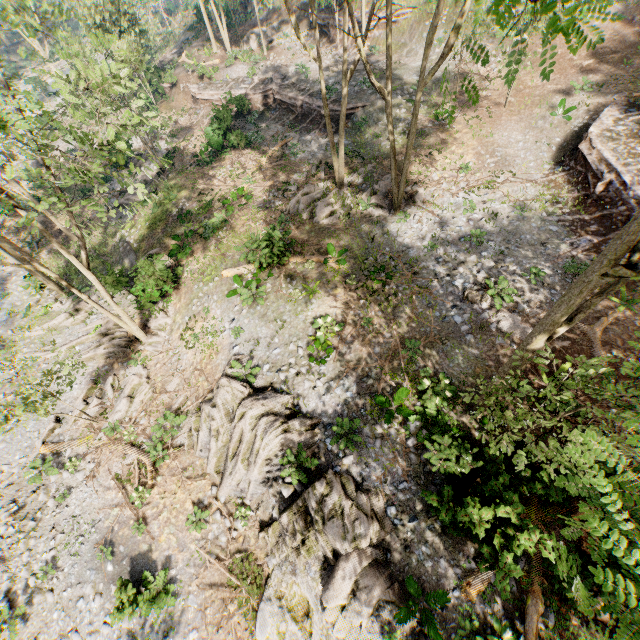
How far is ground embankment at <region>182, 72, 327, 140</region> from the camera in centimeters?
2573cm

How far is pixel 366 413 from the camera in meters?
12.6 m

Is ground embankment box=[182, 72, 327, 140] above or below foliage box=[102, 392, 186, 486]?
above

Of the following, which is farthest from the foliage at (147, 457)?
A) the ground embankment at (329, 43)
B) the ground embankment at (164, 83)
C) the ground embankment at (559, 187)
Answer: the ground embankment at (164, 83)

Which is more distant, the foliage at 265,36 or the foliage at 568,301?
the foliage at 265,36

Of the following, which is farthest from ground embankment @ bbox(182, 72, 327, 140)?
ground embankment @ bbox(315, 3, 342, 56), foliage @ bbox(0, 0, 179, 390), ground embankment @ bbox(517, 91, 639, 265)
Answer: ground embankment @ bbox(315, 3, 342, 56)

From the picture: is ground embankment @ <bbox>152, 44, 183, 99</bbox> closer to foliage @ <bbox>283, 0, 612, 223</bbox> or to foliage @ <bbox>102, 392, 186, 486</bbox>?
foliage @ <bbox>283, 0, 612, 223</bbox>

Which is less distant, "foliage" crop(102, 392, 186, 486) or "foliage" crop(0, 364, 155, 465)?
"foliage" crop(0, 364, 155, 465)
